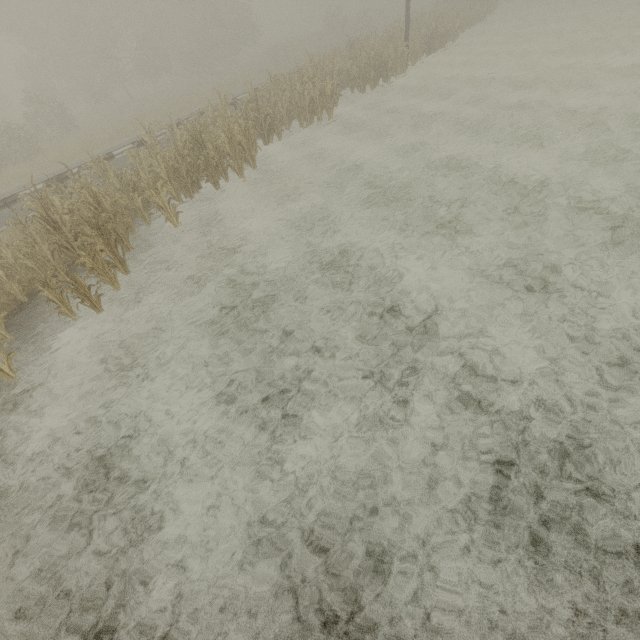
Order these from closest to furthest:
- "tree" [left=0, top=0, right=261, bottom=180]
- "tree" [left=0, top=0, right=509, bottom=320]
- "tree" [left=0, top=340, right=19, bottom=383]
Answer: "tree" [left=0, top=340, right=19, bottom=383], "tree" [left=0, top=0, right=509, bottom=320], "tree" [left=0, top=0, right=261, bottom=180]

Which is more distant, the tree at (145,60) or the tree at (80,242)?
the tree at (145,60)

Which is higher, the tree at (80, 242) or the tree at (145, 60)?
the tree at (145, 60)

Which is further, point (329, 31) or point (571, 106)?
point (329, 31)

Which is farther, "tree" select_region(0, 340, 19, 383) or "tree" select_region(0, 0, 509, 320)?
"tree" select_region(0, 0, 509, 320)

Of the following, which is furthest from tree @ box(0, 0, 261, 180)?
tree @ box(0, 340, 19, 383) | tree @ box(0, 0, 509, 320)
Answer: tree @ box(0, 340, 19, 383)

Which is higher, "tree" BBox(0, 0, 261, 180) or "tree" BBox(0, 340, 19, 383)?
"tree" BBox(0, 0, 261, 180)

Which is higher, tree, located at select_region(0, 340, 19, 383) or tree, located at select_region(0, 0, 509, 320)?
tree, located at select_region(0, 0, 509, 320)
